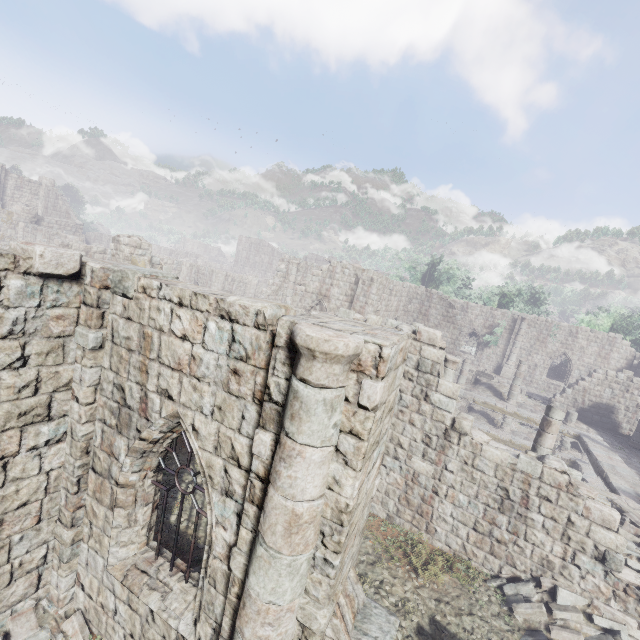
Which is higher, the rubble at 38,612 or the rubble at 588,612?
the rubble at 588,612

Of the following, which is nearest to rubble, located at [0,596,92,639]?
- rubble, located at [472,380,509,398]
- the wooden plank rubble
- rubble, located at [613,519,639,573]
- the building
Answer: the building

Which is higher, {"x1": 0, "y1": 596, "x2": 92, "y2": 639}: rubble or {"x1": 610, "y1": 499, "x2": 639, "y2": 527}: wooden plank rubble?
{"x1": 610, "y1": 499, "x2": 639, "y2": 527}: wooden plank rubble

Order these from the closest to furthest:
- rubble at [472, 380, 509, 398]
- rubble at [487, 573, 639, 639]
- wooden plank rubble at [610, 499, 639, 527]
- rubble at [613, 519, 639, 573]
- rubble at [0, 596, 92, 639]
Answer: rubble at [0, 596, 92, 639], rubble at [487, 573, 639, 639], rubble at [613, 519, 639, 573], wooden plank rubble at [610, 499, 639, 527], rubble at [472, 380, 509, 398]

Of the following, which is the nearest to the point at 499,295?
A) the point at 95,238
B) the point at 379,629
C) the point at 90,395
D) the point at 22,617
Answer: the point at 379,629

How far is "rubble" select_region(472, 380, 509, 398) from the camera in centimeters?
2429cm

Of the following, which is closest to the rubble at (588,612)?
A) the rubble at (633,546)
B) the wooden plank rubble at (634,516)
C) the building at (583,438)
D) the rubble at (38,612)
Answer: the building at (583,438)

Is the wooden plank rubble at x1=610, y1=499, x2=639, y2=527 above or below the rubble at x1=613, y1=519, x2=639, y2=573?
below
